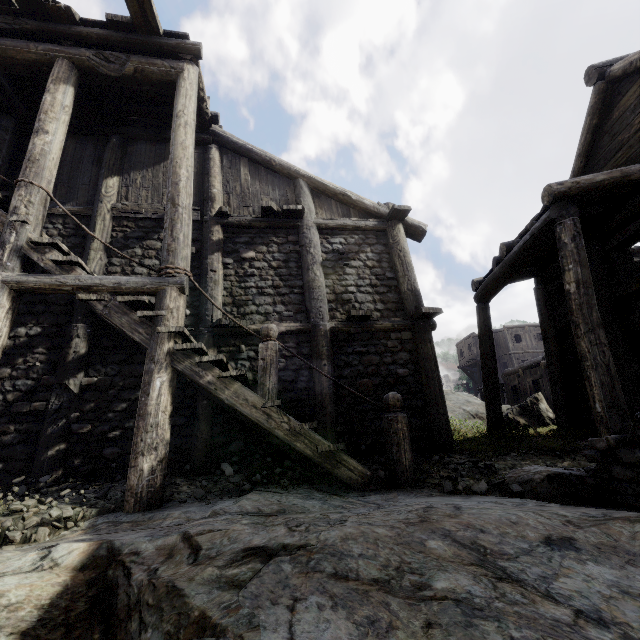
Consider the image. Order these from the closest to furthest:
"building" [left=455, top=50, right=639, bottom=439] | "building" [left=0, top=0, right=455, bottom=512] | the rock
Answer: the rock
"building" [left=0, top=0, right=455, bottom=512]
"building" [left=455, top=50, right=639, bottom=439]

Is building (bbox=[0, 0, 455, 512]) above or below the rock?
above

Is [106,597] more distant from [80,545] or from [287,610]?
[287,610]

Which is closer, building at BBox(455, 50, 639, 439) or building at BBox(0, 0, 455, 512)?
building at BBox(0, 0, 455, 512)

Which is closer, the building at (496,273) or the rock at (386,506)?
the rock at (386,506)

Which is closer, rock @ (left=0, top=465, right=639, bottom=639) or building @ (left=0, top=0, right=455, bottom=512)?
rock @ (left=0, top=465, right=639, bottom=639)
